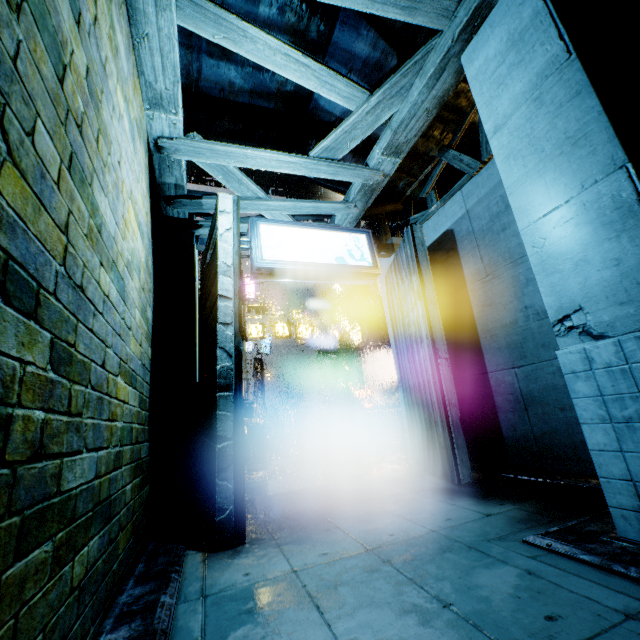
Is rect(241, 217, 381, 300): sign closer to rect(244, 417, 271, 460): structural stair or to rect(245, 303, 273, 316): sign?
rect(244, 417, 271, 460): structural stair

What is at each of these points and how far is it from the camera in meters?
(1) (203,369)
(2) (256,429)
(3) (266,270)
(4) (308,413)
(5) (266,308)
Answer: (1) building, 6.3 m
(2) structural stair, 15.5 m
(3) sign, 6.0 m
(4) support beam, 19.3 m
(5) sign, 26.6 m

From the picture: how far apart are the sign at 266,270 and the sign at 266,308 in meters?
19.6 m

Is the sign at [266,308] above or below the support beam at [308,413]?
above

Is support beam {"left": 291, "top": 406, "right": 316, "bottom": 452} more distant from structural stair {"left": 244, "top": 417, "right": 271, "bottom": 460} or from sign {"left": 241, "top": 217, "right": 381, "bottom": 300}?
sign {"left": 241, "top": 217, "right": 381, "bottom": 300}

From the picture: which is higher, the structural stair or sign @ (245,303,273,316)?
sign @ (245,303,273,316)

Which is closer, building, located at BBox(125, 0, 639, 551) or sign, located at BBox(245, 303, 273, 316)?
building, located at BBox(125, 0, 639, 551)

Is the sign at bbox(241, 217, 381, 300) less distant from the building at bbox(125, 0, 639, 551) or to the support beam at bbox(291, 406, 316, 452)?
the building at bbox(125, 0, 639, 551)
